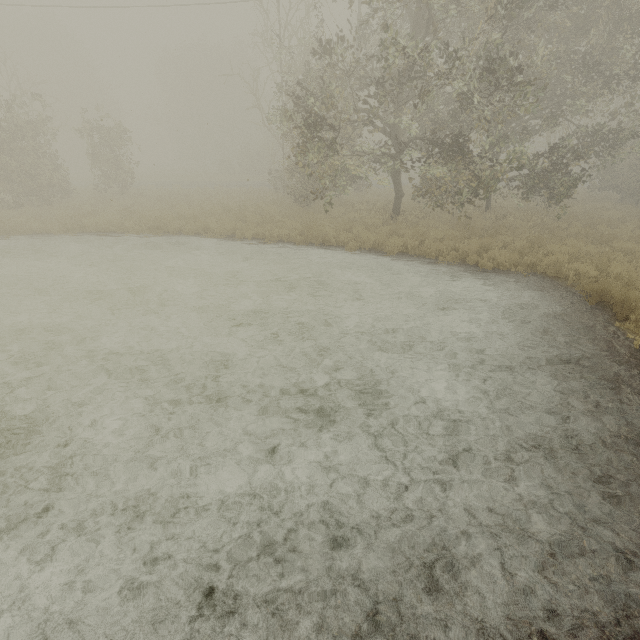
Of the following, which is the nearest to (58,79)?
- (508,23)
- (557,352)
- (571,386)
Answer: (508,23)
